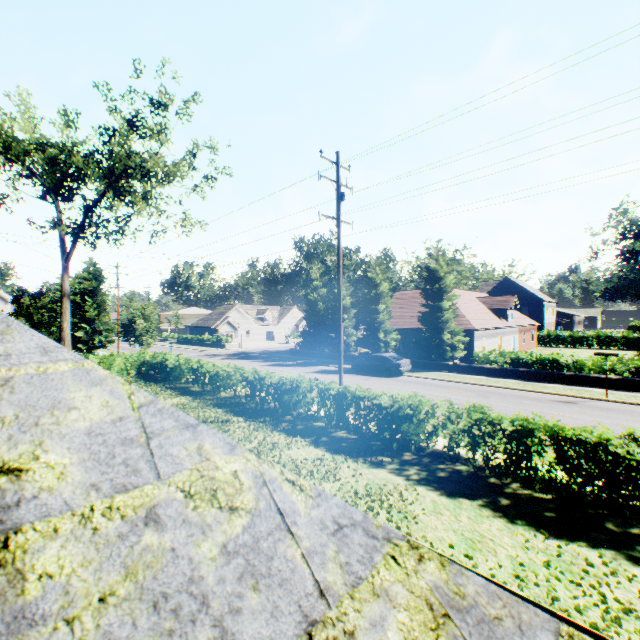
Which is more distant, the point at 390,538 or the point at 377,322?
the point at 377,322

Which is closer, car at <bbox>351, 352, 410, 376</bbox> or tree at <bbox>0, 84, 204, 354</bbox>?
tree at <bbox>0, 84, 204, 354</bbox>

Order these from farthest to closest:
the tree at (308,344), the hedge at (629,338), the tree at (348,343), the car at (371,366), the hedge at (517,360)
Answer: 1. the hedge at (629,338)
2. the tree at (308,344)
3. the tree at (348,343)
4. the car at (371,366)
5. the hedge at (517,360)

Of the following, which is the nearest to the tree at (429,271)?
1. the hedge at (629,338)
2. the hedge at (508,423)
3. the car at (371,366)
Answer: the hedge at (629,338)

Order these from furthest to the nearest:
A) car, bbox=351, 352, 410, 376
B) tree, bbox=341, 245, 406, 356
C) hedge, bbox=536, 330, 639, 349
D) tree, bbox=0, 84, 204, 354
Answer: hedge, bbox=536, 330, 639, 349
tree, bbox=341, 245, 406, 356
car, bbox=351, 352, 410, 376
tree, bbox=0, 84, 204, 354

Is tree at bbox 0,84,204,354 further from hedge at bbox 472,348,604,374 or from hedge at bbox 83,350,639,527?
hedge at bbox 83,350,639,527

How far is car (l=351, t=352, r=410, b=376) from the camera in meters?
24.4

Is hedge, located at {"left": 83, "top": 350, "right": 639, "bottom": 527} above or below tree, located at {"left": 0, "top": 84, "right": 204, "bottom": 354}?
below
